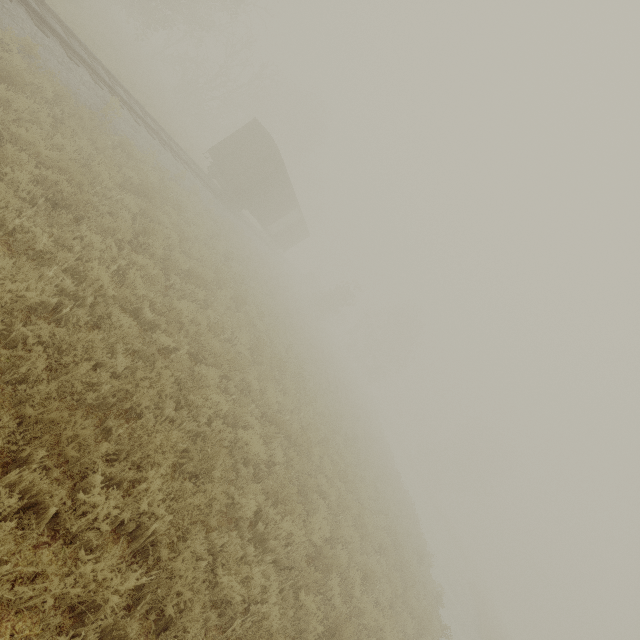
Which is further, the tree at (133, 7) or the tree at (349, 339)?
the tree at (349, 339)

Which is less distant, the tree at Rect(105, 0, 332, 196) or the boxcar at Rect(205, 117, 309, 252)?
the boxcar at Rect(205, 117, 309, 252)

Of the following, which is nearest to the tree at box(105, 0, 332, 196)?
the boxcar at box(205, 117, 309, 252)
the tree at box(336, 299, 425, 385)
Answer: the boxcar at box(205, 117, 309, 252)

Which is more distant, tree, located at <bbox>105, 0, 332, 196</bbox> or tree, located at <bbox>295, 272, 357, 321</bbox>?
tree, located at <bbox>295, 272, 357, 321</bbox>

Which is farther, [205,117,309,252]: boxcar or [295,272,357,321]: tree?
[295,272,357,321]: tree

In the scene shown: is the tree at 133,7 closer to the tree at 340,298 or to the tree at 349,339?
the tree at 340,298

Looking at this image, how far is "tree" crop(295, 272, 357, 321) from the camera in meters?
40.2

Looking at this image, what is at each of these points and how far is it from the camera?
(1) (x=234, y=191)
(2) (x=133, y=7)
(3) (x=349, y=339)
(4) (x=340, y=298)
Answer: (1) boxcar, 20.12m
(2) tree, 23.56m
(3) tree, 56.12m
(4) tree, 40.97m
